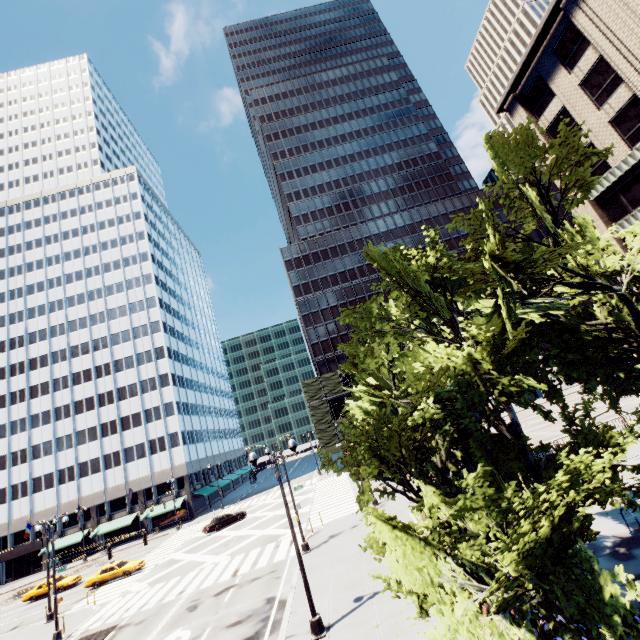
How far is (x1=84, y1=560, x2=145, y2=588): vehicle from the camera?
31.0m

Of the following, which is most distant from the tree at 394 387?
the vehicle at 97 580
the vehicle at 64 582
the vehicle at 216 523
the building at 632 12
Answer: the vehicle at 64 582

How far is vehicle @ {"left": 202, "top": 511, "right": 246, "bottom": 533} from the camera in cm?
3771

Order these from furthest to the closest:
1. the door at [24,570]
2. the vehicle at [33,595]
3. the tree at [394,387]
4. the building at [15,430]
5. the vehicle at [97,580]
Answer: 1. the building at [15,430]
2. the door at [24,570]
3. the vehicle at [33,595]
4. the vehicle at [97,580]
5. the tree at [394,387]

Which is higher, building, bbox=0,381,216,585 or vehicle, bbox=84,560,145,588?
building, bbox=0,381,216,585

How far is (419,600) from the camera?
9.18m

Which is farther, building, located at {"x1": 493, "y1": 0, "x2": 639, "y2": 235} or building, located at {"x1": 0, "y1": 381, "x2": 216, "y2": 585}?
building, located at {"x1": 0, "y1": 381, "x2": 216, "y2": 585}

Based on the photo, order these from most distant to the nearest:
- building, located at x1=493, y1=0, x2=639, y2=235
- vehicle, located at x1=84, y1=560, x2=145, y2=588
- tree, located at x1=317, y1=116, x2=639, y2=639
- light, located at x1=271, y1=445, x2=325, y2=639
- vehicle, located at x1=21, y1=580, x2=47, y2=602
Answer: vehicle, located at x1=21, y1=580, x2=47, y2=602
vehicle, located at x1=84, y1=560, x2=145, y2=588
building, located at x1=493, y1=0, x2=639, y2=235
light, located at x1=271, y1=445, x2=325, y2=639
tree, located at x1=317, y1=116, x2=639, y2=639
